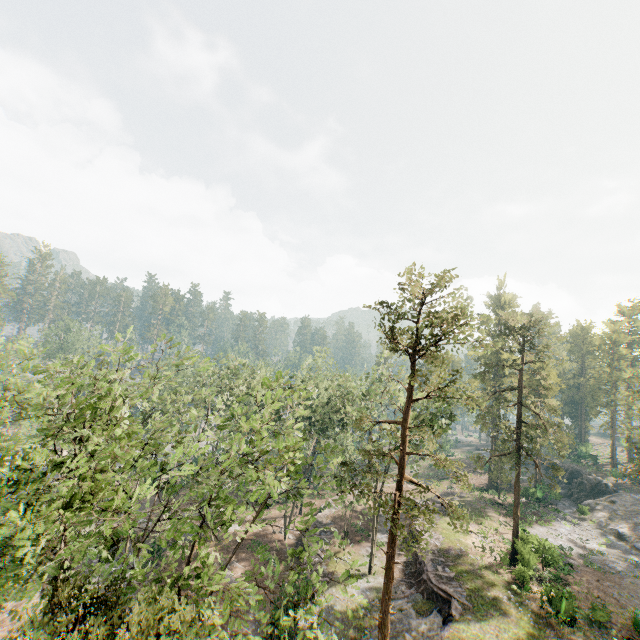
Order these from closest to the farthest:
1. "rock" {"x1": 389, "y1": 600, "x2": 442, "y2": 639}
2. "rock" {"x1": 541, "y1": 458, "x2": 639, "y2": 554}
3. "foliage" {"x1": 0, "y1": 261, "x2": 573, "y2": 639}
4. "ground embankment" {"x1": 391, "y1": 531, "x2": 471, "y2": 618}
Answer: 1. "foliage" {"x1": 0, "y1": 261, "x2": 573, "y2": 639}
2. "rock" {"x1": 389, "y1": 600, "x2": 442, "y2": 639}
3. "ground embankment" {"x1": 391, "y1": 531, "x2": 471, "y2": 618}
4. "rock" {"x1": 541, "y1": 458, "x2": 639, "y2": 554}

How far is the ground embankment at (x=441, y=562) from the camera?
24.17m

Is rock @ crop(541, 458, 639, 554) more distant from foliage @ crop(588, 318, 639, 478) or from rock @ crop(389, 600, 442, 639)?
rock @ crop(389, 600, 442, 639)

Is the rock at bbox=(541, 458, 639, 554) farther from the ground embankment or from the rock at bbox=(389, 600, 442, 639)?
the rock at bbox=(389, 600, 442, 639)

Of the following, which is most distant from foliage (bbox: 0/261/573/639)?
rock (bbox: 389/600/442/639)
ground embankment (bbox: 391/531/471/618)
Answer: ground embankment (bbox: 391/531/471/618)

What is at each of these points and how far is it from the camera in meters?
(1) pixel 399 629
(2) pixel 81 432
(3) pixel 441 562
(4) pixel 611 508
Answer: (1) rock, 22.5
(2) foliage, 11.0
(3) ground embankment, 28.2
(4) rock, 41.5

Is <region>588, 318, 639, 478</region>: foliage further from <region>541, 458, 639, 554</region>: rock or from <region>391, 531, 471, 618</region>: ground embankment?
<region>391, 531, 471, 618</region>: ground embankment

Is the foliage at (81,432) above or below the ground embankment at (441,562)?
above
